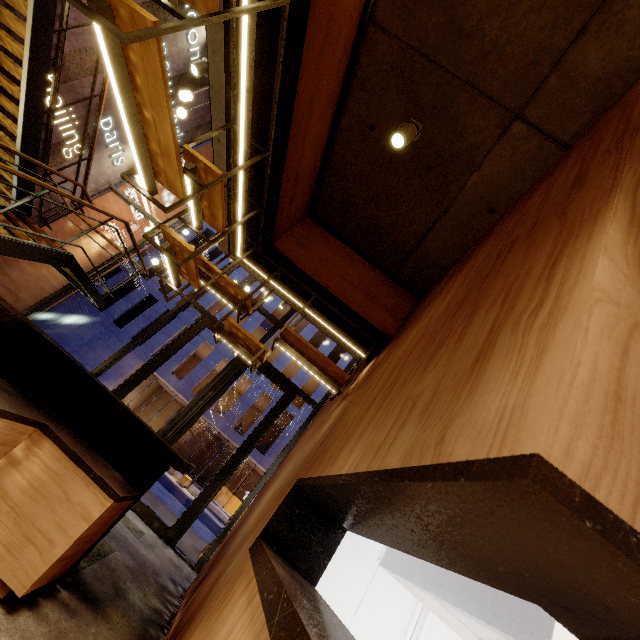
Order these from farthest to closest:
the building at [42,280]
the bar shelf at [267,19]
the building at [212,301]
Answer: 1. the building at [212,301]
2. the building at [42,280]
3. the bar shelf at [267,19]

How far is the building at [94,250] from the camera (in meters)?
9.01

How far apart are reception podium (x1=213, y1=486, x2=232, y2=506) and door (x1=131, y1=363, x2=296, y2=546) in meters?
22.1

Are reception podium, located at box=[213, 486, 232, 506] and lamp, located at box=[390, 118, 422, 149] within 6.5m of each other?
no

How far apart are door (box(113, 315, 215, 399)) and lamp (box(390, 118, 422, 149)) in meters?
5.5 m

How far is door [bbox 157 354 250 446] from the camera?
6.3m

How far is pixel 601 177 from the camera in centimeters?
137cm

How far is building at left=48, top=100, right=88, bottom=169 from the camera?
6.8m
